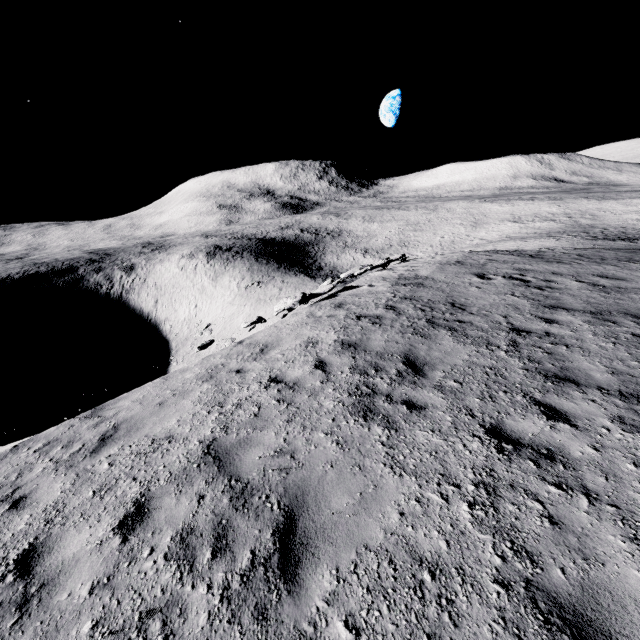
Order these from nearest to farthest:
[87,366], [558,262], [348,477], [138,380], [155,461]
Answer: [348,477], [155,461], [558,262], [138,380], [87,366]
